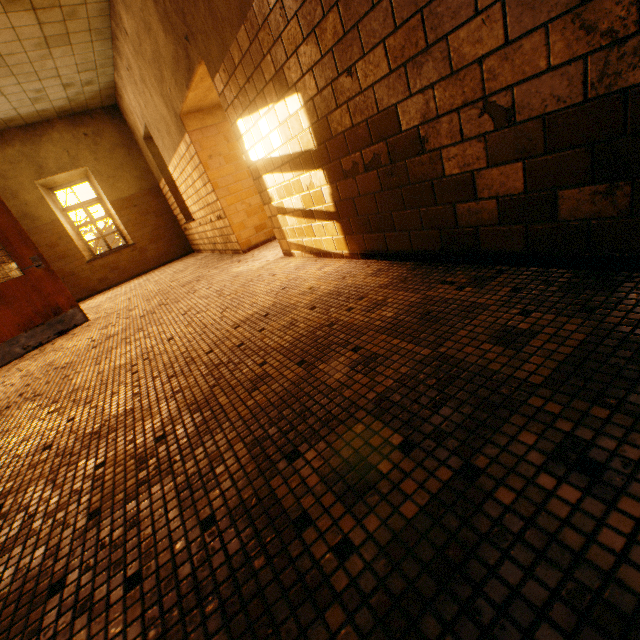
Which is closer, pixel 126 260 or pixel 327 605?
pixel 327 605
